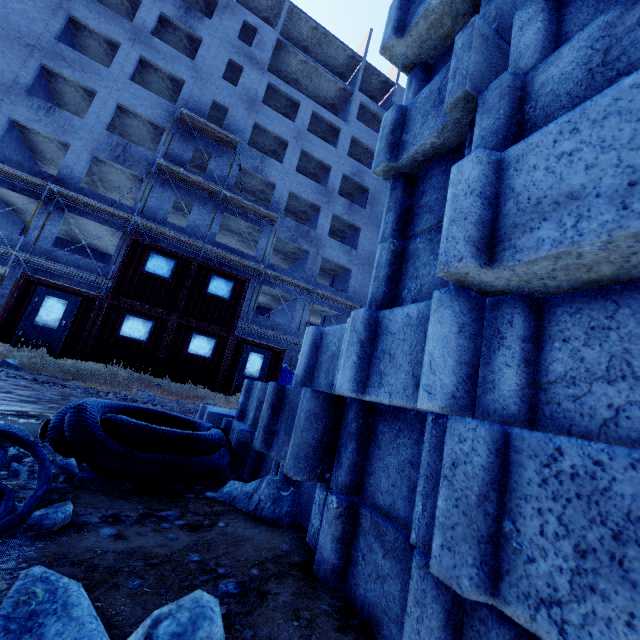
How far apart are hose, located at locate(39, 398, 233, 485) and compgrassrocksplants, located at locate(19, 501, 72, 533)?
0.1 meters

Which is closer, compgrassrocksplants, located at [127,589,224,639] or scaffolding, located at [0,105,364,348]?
compgrassrocksplants, located at [127,589,224,639]

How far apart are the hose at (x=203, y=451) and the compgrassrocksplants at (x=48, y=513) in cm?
7

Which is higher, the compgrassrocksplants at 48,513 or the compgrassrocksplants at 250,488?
the compgrassrocksplants at 250,488

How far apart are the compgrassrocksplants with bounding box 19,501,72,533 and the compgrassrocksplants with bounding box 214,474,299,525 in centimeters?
73cm

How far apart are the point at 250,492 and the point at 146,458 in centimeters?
57cm

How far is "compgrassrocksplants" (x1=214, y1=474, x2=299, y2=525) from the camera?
1.58m

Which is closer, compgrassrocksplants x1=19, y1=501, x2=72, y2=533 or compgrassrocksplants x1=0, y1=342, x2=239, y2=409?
compgrassrocksplants x1=19, y1=501, x2=72, y2=533
